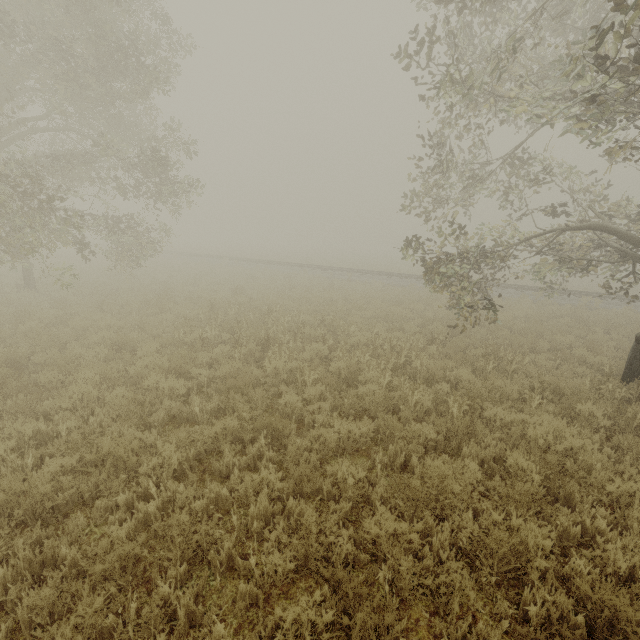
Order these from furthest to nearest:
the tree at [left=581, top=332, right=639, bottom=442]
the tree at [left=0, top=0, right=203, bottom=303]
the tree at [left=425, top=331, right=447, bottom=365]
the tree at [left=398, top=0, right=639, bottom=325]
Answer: the tree at [left=0, top=0, right=203, bottom=303] → the tree at [left=425, top=331, right=447, bottom=365] → the tree at [left=581, top=332, right=639, bottom=442] → the tree at [left=398, top=0, right=639, bottom=325]

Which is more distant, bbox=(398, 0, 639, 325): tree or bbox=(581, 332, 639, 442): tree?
bbox=(581, 332, 639, 442): tree

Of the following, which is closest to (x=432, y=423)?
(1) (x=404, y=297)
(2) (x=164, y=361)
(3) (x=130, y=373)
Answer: (2) (x=164, y=361)

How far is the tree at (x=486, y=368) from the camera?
7.92m

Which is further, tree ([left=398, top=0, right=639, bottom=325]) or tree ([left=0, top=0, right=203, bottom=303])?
tree ([left=0, top=0, right=203, bottom=303])

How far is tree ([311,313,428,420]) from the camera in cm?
666

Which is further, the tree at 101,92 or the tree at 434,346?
the tree at 101,92
